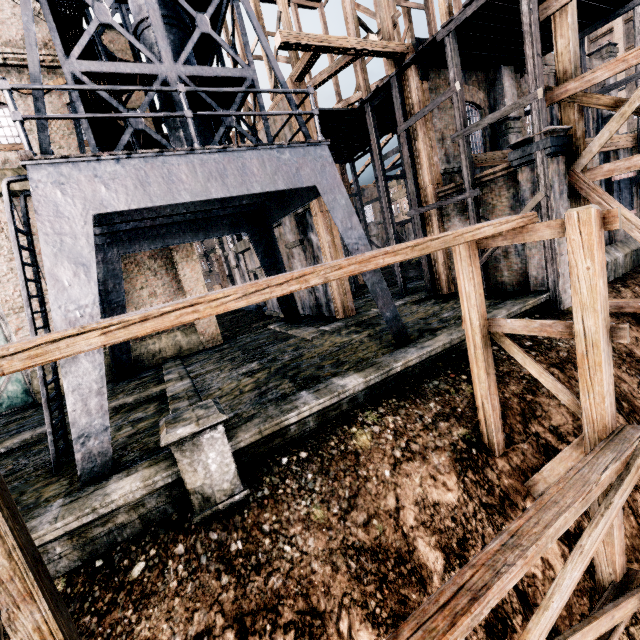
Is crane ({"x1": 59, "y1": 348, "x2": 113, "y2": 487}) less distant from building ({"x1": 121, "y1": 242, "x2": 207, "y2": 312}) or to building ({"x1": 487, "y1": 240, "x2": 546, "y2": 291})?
building ({"x1": 121, "y1": 242, "x2": 207, "y2": 312})

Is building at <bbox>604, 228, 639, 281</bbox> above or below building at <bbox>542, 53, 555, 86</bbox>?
below

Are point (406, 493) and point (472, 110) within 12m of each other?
no

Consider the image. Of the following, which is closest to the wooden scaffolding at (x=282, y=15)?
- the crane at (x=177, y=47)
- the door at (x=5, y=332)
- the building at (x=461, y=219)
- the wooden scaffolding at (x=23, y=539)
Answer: the building at (x=461, y=219)

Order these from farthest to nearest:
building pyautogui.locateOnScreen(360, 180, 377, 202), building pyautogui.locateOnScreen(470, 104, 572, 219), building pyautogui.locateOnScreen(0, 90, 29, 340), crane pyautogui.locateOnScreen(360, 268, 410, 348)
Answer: building pyautogui.locateOnScreen(360, 180, 377, 202)
building pyautogui.locateOnScreen(0, 90, 29, 340)
building pyautogui.locateOnScreen(470, 104, 572, 219)
crane pyautogui.locateOnScreen(360, 268, 410, 348)

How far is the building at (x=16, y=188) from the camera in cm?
1384

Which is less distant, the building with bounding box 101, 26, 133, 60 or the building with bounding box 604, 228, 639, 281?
the building with bounding box 604, 228, 639, 281
